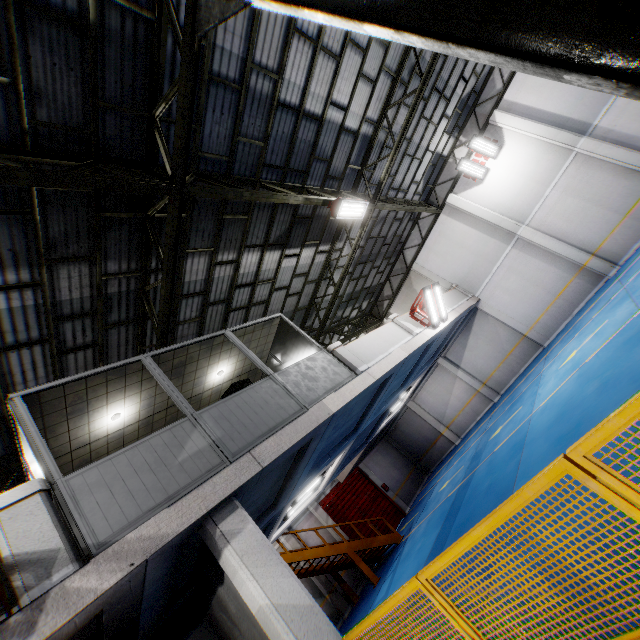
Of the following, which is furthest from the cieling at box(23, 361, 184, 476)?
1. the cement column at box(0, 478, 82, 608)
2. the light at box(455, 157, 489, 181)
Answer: the light at box(455, 157, 489, 181)

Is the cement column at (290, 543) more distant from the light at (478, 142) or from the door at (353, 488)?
the light at (478, 142)

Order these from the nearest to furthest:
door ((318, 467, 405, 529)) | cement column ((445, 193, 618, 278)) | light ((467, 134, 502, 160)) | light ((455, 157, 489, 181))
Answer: cement column ((445, 193, 618, 278)), light ((467, 134, 502, 160)), light ((455, 157, 489, 181)), door ((318, 467, 405, 529))

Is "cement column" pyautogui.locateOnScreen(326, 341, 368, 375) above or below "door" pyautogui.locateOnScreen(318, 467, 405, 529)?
above

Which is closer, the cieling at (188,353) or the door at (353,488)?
the cieling at (188,353)

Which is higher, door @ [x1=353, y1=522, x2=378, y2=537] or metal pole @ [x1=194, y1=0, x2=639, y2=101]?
metal pole @ [x1=194, y1=0, x2=639, y2=101]

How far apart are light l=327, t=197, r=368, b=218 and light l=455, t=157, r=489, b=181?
7.7 meters

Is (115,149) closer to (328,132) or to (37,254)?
(37,254)
